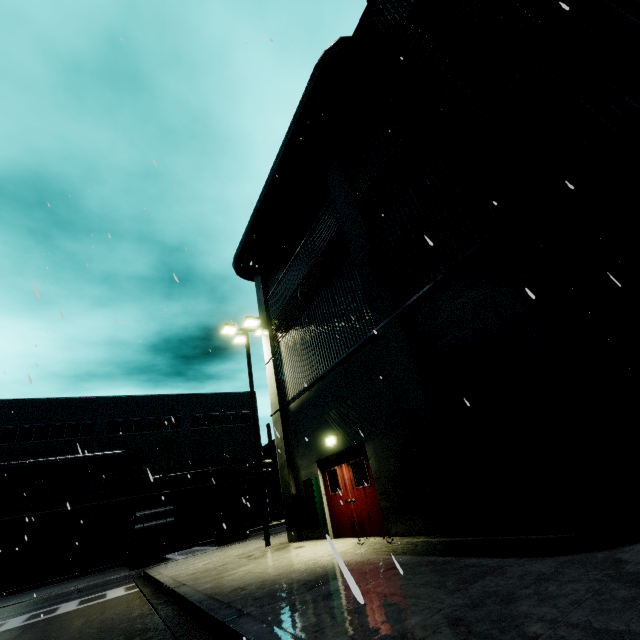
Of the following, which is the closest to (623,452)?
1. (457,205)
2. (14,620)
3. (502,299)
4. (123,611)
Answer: (502,299)

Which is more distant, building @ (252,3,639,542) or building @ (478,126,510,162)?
building @ (478,126,510,162)

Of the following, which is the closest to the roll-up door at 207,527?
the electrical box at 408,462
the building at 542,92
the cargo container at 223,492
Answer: the building at 542,92

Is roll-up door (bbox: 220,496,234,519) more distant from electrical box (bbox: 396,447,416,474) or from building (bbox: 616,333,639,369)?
electrical box (bbox: 396,447,416,474)

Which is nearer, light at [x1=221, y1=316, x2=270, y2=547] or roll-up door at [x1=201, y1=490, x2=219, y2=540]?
light at [x1=221, y1=316, x2=270, y2=547]

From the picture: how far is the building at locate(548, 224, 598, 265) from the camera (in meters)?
5.07

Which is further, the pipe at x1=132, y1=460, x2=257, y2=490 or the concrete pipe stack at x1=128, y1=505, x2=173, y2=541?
the pipe at x1=132, y1=460, x2=257, y2=490

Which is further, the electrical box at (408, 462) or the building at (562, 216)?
the electrical box at (408, 462)
